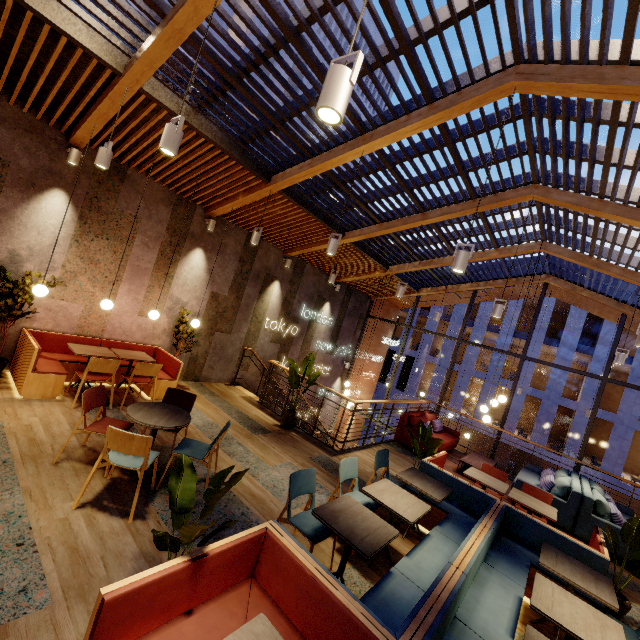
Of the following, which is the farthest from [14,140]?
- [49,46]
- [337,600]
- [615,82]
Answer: [615,82]

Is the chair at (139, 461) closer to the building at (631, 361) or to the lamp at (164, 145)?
the lamp at (164, 145)

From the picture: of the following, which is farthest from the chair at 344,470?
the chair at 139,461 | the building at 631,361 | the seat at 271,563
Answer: the building at 631,361

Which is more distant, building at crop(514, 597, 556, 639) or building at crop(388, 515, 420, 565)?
building at crop(388, 515, 420, 565)

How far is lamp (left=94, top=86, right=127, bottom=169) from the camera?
4.2m

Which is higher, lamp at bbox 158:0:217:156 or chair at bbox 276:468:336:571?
lamp at bbox 158:0:217:156

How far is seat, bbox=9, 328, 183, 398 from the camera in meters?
4.9 m

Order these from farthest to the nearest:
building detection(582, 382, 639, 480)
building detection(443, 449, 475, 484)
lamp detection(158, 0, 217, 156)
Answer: building detection(582, 382, 639, 480) → building detection(443, 449, 475, 484) → lamp detection(158, 0, 217, 156)
